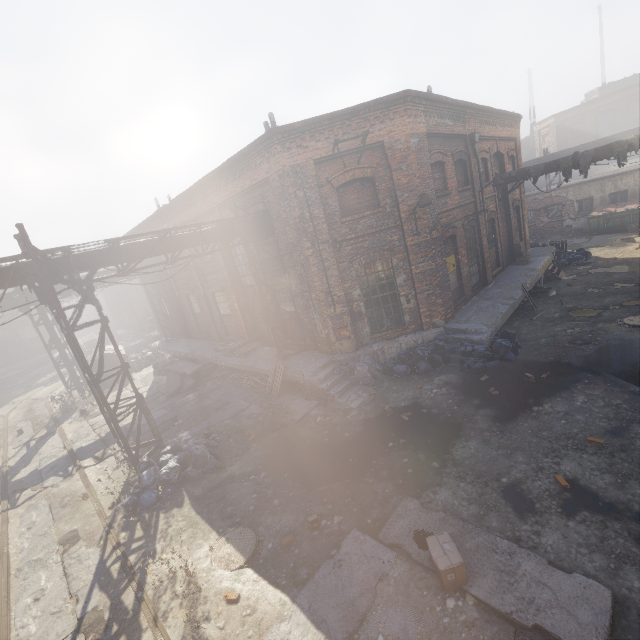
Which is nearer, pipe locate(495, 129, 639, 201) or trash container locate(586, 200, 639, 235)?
pipe locate(495, 129, 639, 201)

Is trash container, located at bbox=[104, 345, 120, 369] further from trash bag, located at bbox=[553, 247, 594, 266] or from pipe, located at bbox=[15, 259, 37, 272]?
trash bag, located at bbox=[553, 247, 594, 266]

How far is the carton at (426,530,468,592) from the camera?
4.39m

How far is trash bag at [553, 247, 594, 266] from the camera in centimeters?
1740cm

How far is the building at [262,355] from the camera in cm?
1055

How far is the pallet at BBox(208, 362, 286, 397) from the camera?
11.6 meters

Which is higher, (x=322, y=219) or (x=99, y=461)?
(x=322, y=219)

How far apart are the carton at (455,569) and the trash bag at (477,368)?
5.8 meters
